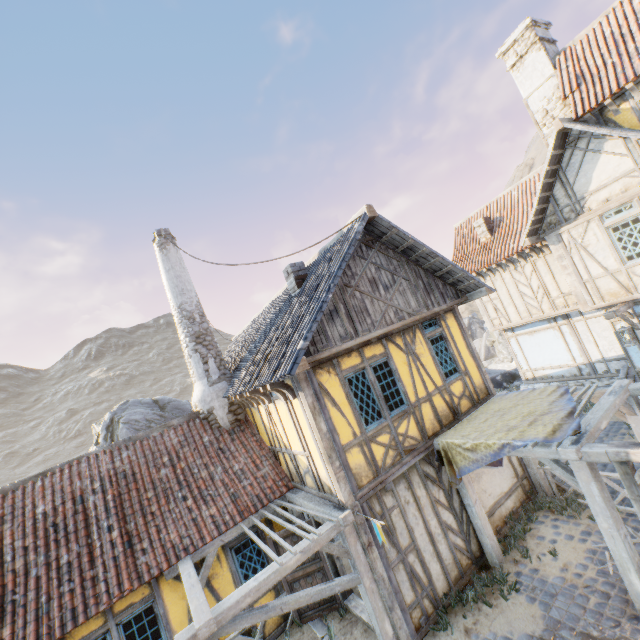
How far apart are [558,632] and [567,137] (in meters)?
13.05

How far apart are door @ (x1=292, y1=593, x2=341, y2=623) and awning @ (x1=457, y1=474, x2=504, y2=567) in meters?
3.7

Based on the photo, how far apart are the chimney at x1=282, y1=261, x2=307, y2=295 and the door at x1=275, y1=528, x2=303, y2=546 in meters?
5.9 m

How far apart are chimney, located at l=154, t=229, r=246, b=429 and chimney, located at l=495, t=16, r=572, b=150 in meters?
14.5 m

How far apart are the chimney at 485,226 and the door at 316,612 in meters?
14.1

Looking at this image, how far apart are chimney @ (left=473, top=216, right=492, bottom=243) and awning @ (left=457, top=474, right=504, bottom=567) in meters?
11.1

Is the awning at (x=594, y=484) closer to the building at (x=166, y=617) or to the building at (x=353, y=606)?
the building at (x=353, y=606)

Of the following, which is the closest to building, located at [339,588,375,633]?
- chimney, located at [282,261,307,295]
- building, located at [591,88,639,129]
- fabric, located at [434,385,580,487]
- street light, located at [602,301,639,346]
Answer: fabric, located at [434,385,580,487]
